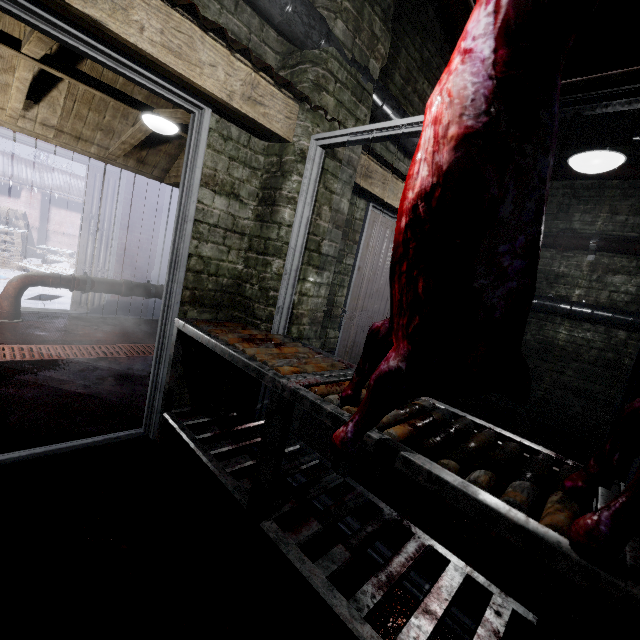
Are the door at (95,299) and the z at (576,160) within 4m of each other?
no

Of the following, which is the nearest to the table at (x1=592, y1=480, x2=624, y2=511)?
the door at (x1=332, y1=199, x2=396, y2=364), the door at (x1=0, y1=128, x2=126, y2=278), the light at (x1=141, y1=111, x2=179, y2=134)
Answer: the door at (x1=332, y1=199, x2=396, y2=364)

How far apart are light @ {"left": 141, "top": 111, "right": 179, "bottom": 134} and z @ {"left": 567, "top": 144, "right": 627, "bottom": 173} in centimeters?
338cm

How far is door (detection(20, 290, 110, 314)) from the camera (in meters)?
4.12

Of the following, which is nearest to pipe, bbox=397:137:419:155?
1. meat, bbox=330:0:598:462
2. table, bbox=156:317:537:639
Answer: meat, bbox=330:0:598:462

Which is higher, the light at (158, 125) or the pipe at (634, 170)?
the pipe at (634, 170)

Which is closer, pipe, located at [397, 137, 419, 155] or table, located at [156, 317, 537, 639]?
table, located at [156, 317, 537, 639]

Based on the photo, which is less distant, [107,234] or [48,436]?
[48,436]
